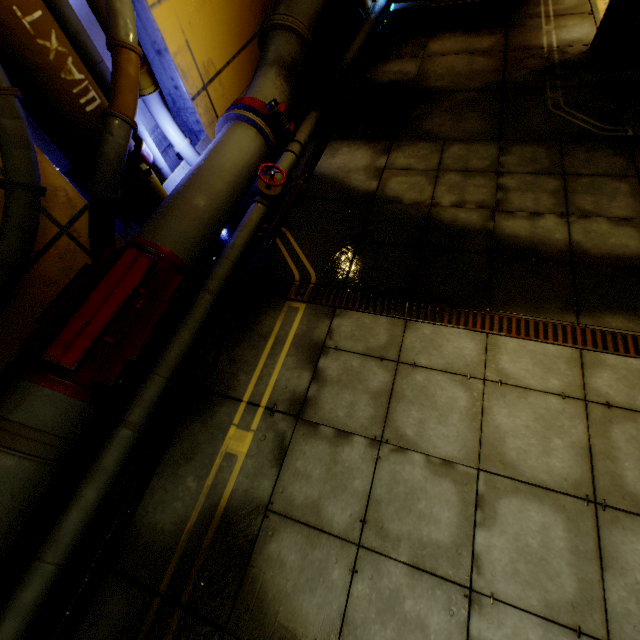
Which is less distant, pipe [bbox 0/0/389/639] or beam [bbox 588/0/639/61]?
pipe [bbox 0/0/389/639]

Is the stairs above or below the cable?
above

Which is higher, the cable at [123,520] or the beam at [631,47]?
the beam at [631,47]

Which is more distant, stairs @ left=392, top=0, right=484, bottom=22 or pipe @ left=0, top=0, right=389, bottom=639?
stairs @ left=392, top=0, right=484, bottom=22

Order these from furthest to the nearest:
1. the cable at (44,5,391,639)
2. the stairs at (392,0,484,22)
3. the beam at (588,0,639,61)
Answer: the stairs at (392,0,484,22) < the beam at (588,0,639,61) < the cable at (44,5,391,639)

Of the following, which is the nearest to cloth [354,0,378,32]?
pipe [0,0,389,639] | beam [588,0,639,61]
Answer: pipe [0,0,389,639]

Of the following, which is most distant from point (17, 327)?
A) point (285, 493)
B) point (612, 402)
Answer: point (612, 402)

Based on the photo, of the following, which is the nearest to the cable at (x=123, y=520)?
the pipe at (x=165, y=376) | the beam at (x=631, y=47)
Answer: the pipe at (x=165, y=376)
